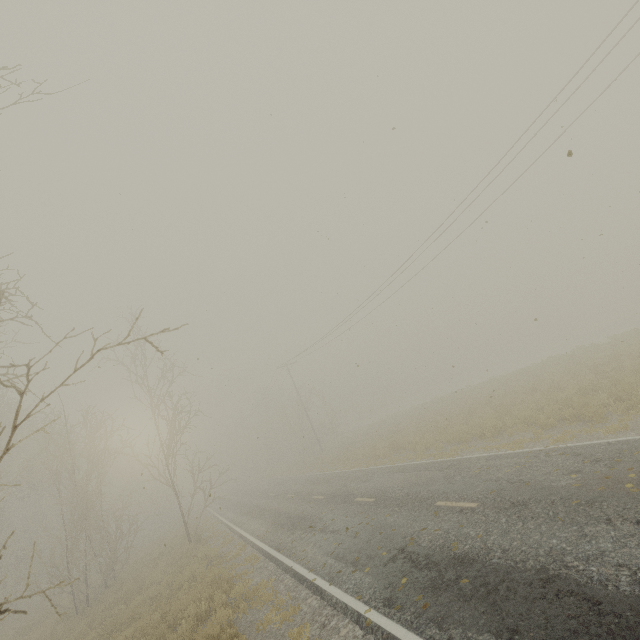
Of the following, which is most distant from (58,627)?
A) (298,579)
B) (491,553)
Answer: (491,553)
